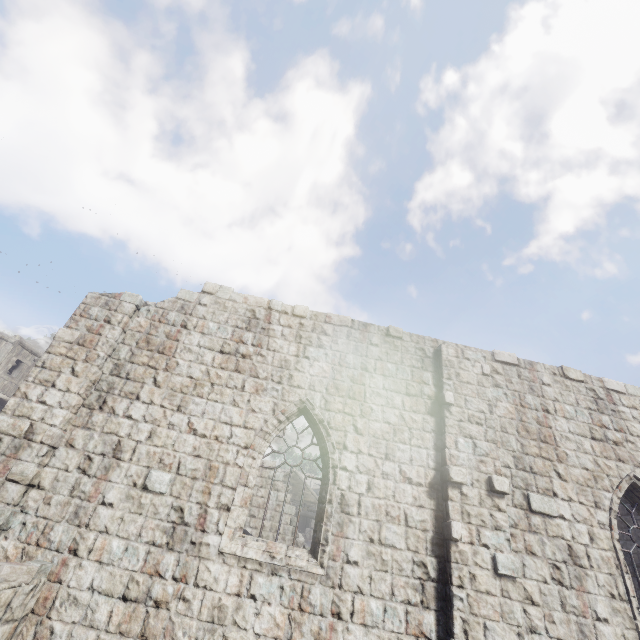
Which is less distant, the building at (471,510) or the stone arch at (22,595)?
the stone arch at (22,595)

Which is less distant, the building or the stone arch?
the stone arch

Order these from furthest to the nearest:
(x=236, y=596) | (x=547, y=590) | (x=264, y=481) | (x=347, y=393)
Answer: (x=264, y=481) → (x=347, y=393) → (x=547, y=590) → (x=236, y=596)

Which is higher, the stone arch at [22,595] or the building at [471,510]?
the building at [471,510]

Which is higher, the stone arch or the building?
the building
